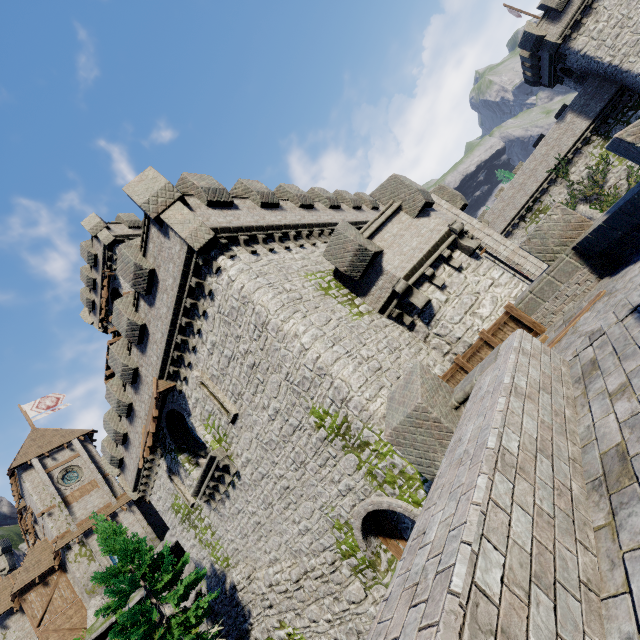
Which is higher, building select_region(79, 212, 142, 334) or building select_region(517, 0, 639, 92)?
building select_region(79, 212, 142, 334)

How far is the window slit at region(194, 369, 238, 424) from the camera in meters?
13.0

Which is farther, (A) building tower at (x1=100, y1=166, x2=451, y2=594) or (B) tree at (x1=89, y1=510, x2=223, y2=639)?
(B) tree at (x1=89, y1=510, x2=223, y2=639)

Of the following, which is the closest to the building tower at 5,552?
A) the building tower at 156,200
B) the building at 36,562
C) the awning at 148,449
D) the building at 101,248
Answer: the building at 36,562

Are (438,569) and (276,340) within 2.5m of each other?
no

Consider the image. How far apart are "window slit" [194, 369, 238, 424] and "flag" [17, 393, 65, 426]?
35.5 meters

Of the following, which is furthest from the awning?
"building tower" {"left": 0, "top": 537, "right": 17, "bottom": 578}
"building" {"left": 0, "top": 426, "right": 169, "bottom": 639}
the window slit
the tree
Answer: "building tower" {"left": 0, "top": 537, "right": 17, "bottom": 578}

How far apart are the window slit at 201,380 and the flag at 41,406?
35.5m
